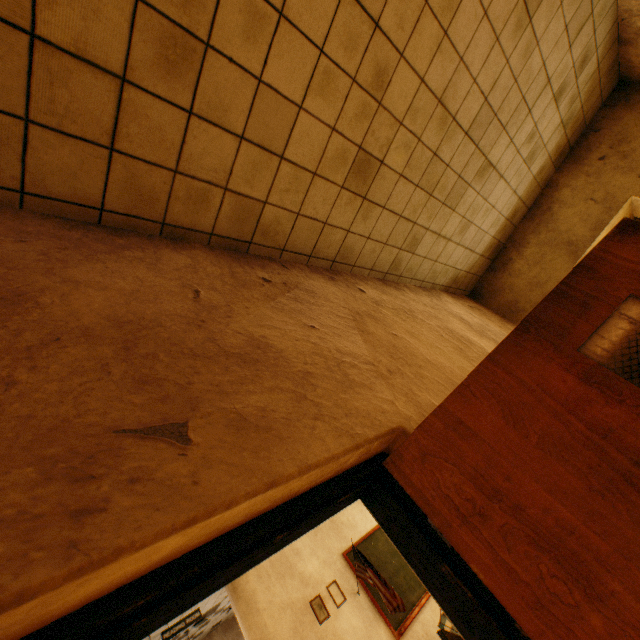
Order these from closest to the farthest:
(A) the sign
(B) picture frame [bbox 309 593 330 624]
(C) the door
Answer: (C) the door < (B) picture frame [bbox 309 593 330 624] < (A) the sign

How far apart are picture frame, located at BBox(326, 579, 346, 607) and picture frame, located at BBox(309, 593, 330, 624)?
0.2m

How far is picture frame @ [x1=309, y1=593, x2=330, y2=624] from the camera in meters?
4.5 m

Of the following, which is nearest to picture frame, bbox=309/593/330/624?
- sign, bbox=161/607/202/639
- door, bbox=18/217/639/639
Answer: sign, bbox=161/607/202/639

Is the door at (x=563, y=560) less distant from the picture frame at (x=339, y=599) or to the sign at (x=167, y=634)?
the picture frame at (x=339, y=599)

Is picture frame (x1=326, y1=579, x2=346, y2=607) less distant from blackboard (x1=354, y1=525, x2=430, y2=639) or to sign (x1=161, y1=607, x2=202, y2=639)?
blackboard (x1=354, y1=525, x2=430, y2=639)

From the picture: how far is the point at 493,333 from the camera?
4.1m

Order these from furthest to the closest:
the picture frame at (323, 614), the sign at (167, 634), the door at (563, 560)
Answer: the sign at (167, 634), the picture frame at (323, 614), the door at (563, 560)
